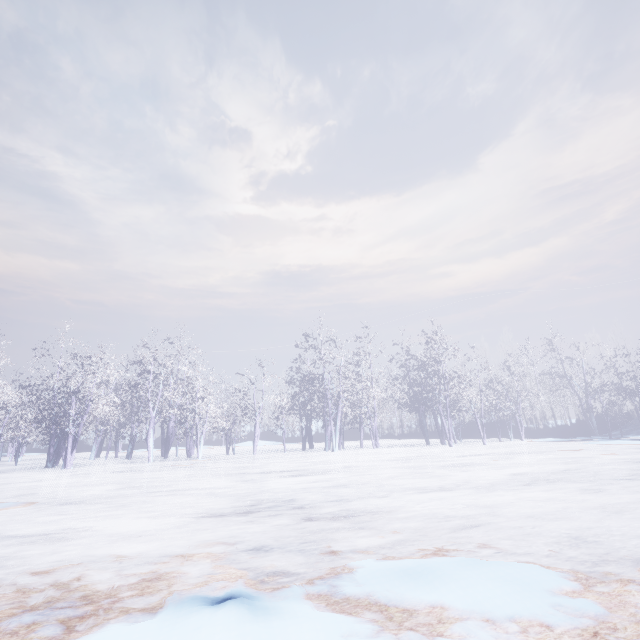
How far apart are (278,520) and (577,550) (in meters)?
3.55
